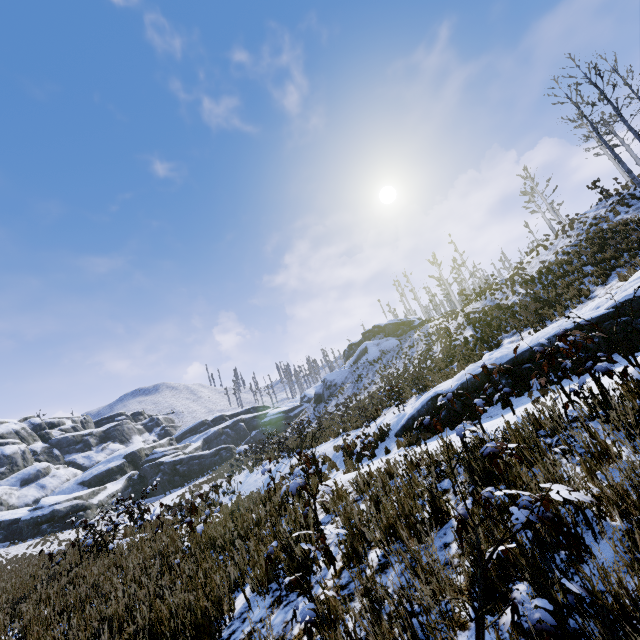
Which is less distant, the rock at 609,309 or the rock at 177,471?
the rock at 609,309

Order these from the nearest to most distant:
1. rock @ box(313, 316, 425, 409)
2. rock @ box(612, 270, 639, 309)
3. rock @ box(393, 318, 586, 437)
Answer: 1. rock @ box(612, 270, 639, 309)
2. rock @ box(393, 318, 586, 437)
3. rock @ box(313, 316, 425, 409)

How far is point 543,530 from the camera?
2.3 meters

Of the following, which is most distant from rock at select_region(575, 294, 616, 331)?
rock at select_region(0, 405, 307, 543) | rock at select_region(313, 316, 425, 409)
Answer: rock at select_region(0, 405, 307, 543)

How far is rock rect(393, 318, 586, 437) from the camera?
9.25m

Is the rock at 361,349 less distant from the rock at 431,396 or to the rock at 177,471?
the rock at 177,471

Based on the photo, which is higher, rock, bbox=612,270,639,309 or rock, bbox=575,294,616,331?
rock, bbox=612,270,639,309
